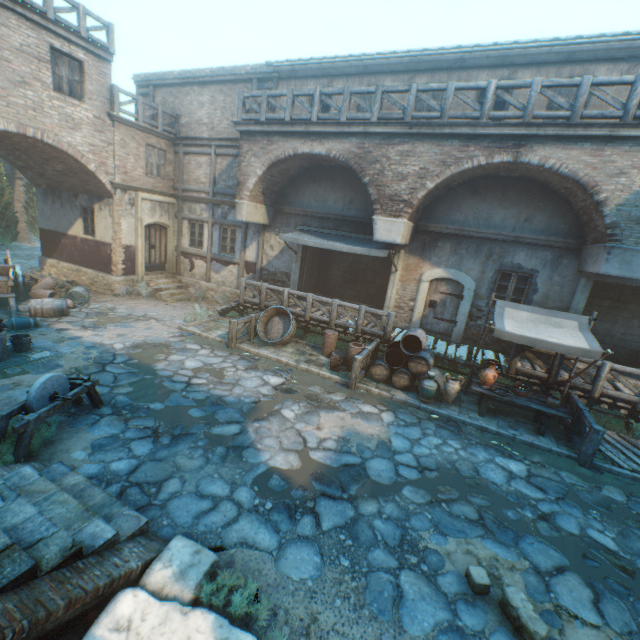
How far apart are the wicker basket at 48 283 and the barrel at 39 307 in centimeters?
157cm

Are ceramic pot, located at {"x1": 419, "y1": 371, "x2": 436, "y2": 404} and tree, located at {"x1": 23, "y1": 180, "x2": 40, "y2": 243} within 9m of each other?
no

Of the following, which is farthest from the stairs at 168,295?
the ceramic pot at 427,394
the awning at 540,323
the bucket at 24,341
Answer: the awning at 540,323

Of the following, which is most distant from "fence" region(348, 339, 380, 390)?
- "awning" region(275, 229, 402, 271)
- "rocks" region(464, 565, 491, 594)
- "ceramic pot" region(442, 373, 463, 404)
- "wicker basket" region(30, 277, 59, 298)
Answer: "wicker basket" region(30, 277, 59, 298)

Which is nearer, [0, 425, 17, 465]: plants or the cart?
[0, 425, 17, 465]: plants

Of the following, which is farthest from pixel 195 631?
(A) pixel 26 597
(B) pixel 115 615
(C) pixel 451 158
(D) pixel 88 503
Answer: (C) pixel 451 158

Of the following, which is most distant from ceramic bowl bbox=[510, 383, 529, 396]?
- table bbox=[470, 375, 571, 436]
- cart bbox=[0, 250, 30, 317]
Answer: cart bbox=[0, 250, 30, 317]

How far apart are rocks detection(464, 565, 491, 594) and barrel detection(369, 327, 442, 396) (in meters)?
5.03
